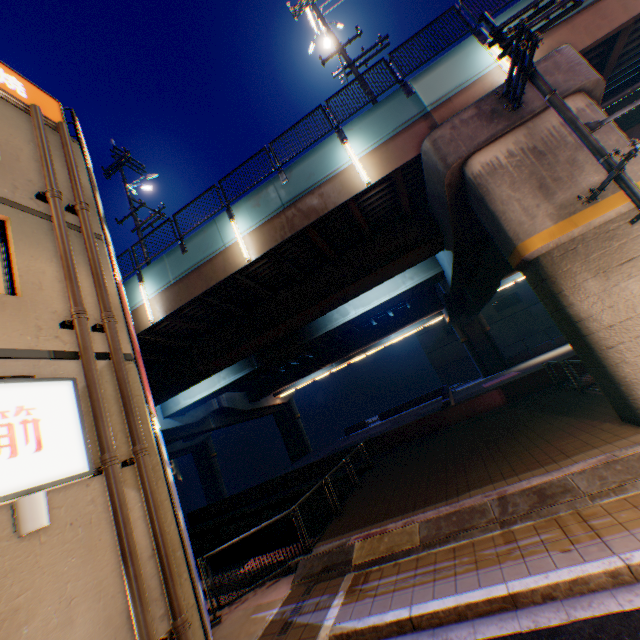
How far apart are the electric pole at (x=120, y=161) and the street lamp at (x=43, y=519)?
14.9 meters

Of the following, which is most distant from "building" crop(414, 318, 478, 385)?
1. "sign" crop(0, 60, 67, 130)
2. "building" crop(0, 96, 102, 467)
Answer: "sign" crop(0, 60, 67, 130)

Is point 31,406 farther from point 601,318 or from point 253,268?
point 601,318

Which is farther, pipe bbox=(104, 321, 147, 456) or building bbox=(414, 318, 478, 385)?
building bbox=(414, 318, 478, 385)

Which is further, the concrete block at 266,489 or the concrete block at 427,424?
the concrete block at 266,489

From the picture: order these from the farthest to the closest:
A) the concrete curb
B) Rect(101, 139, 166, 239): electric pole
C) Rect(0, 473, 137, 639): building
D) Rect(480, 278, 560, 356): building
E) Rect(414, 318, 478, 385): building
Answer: Rect(414, 318, 478, 385): building, Rect(480, 278, 560, 356): building, Rect(101, 139, 166, 239): electric pole, the concrete curb, Rect(0, 473, 137, 639): building

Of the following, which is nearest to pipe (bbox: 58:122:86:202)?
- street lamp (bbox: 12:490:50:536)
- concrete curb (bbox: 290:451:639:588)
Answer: street lamp (bbox: 12:490:50:536)

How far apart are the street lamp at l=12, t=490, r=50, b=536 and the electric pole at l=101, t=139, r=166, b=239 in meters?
14.9 m
